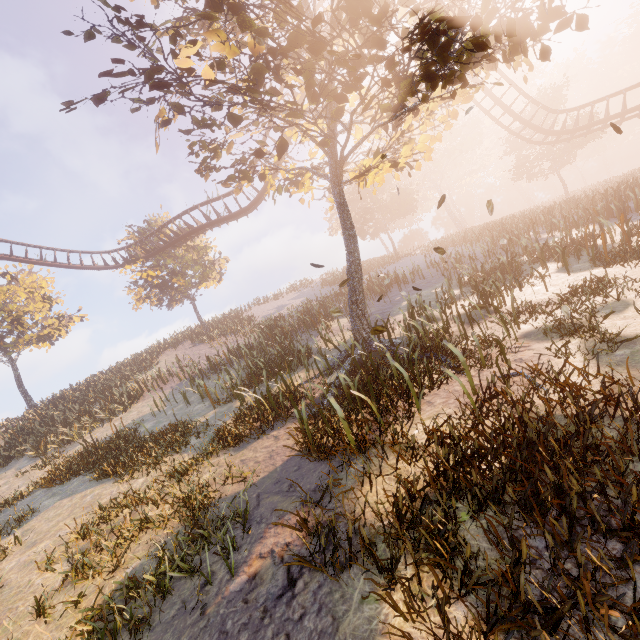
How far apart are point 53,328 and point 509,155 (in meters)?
48.46

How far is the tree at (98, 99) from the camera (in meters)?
7.22

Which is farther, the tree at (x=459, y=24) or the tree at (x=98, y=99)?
the tree at (x=98, y=99)

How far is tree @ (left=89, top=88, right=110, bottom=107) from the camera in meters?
7.2 m

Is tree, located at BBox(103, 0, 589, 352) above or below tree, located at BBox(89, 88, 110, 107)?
below

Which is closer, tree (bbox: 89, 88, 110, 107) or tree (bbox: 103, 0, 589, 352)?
tree (bbox: 103, 0, 589, 352)
